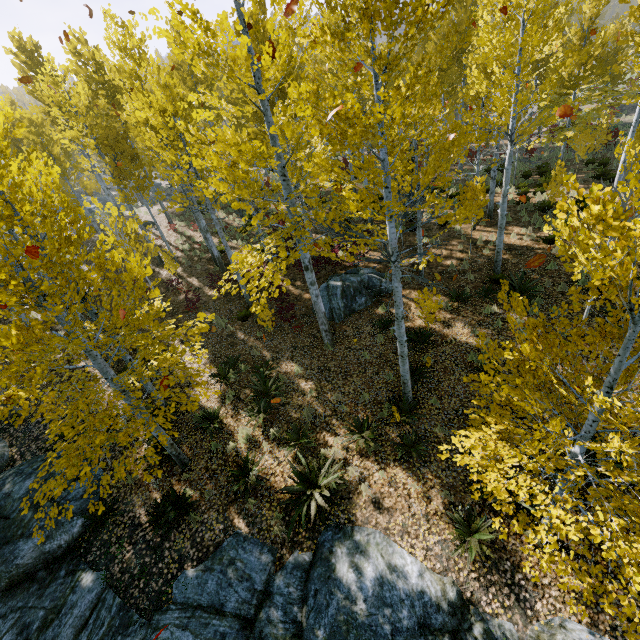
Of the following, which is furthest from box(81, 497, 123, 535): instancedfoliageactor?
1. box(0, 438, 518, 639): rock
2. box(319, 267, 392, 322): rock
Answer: box(319, 267, 392, 322): rock

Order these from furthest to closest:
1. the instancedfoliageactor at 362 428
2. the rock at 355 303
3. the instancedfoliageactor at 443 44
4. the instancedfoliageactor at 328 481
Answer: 1. the rock at 355 303
2. the instancedfoliageactor at 362 428
3. the instancedfoliageactor at 328 481
4. the instancedfoliageactor at 443 44

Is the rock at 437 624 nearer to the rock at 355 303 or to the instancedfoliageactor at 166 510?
the instancedfoliageactor at 166 510

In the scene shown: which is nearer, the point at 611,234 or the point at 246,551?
the point at 611,234

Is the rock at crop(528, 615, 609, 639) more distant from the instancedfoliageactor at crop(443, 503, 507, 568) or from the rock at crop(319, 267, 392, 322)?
the rock at crop(319, 267, 392, 322)

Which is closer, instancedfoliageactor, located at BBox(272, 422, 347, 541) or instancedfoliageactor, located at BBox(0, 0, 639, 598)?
instancedfoliageactor, located at BBox(0, 0, 639, 598)
